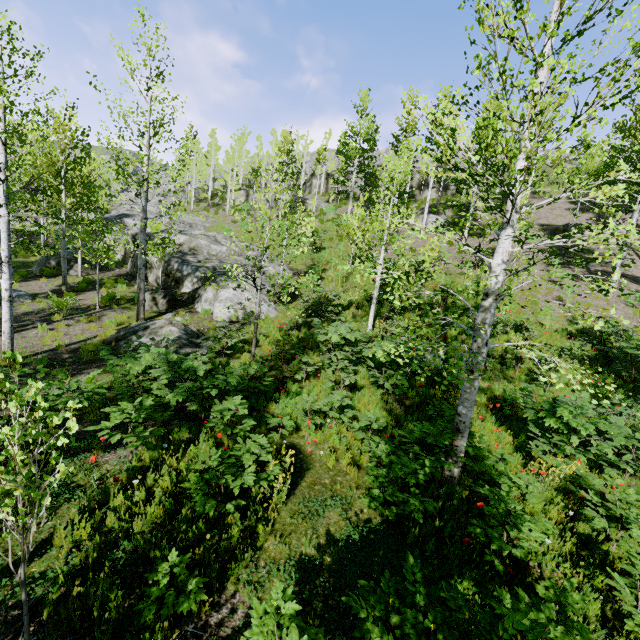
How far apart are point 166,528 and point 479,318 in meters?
5.7 m

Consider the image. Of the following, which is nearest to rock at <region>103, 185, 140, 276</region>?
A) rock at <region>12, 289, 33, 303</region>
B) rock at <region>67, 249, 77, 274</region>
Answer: rock at <region>67, 249, 77, 274</region>

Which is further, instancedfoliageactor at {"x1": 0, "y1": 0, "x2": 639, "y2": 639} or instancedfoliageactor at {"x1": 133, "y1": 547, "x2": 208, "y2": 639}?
instancedfoliageactor at {"x1": 0, "y1": 0, "x2": 639, "y2": 639}

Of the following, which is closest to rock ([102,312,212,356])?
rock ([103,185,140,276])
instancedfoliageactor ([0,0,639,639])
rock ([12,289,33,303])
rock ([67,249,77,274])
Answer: rock ([103,185,140,276])

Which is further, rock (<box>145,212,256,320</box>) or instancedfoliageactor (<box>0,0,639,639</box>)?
rock (<box>145,212,256,320</box>)

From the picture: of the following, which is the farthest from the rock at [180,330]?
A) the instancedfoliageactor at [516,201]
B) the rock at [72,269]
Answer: the rock at [72,269]

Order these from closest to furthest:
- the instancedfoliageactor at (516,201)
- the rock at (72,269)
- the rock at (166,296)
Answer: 1. the instancedfoliageactor at (516,201)
2. the rock at (166,296)
3. the rock at (72,269)
